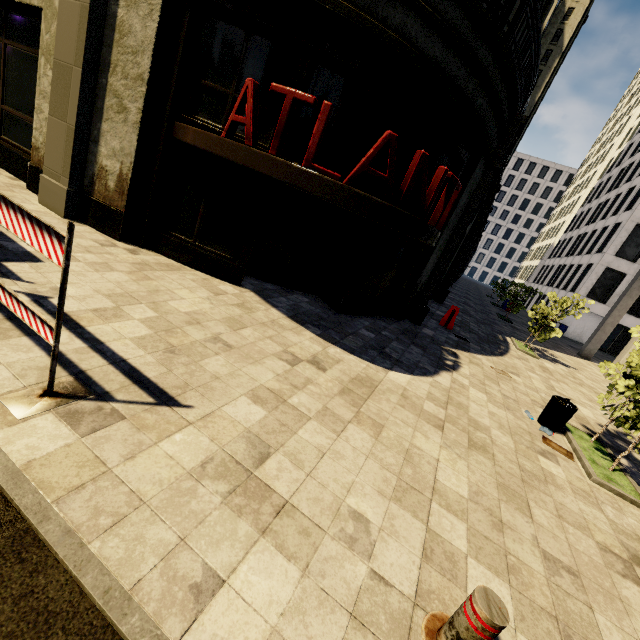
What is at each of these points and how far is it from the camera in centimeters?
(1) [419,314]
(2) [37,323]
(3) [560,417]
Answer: (1) trash bin, 1115cm
(2) traffic barrier, 285cm
(3) trash bin, 683cm

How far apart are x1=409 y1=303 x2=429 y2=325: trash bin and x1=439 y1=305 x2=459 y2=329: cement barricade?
1.7m

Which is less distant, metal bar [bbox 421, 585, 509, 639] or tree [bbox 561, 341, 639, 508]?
metal bar [bbox 421, 585, 509, 639]

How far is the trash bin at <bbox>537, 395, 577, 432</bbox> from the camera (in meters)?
6.77

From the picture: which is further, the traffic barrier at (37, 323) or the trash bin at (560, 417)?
the trash bin at (560, 417)

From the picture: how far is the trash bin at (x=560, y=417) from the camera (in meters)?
6.77

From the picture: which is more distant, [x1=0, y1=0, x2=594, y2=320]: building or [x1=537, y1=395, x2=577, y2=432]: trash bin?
[x1=537, y1=395, x2=577, y2=432]: trash bin

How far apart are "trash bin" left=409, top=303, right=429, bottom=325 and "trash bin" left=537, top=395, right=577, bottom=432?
4.66m
